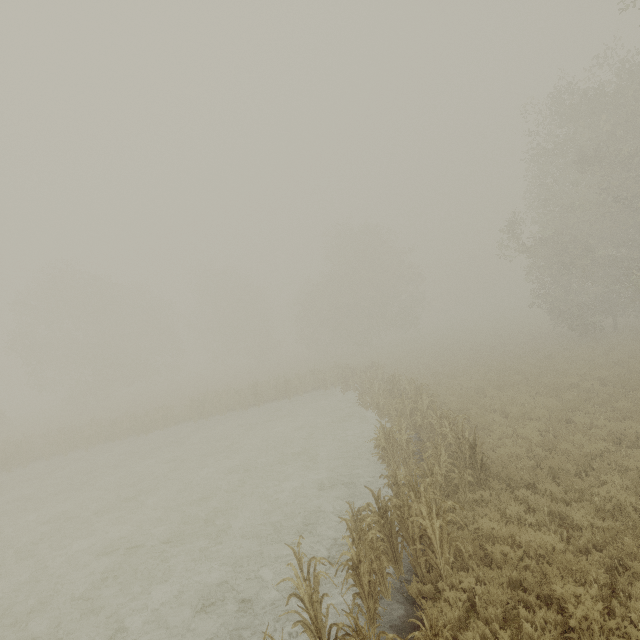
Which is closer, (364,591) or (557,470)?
(364,591)

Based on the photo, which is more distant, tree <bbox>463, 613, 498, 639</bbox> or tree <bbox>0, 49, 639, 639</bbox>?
tree <bbox>0, 49, 639, 639</bbox>

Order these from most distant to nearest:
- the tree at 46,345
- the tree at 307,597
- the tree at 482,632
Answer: the tree at 46,345 < the tree at 307,597 < the tree at 482,632

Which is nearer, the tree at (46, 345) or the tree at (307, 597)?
the tree at (307, 597)

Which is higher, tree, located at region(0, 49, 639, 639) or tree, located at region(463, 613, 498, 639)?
tree, located at region(0, 49, 639, 639)

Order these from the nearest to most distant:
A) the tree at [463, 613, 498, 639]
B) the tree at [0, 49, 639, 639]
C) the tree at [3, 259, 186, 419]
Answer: the tree at [463, 613, 498, 639] → the tree at [0, 49, 639, 639] → the tree at [3, 259, 186, 419]
